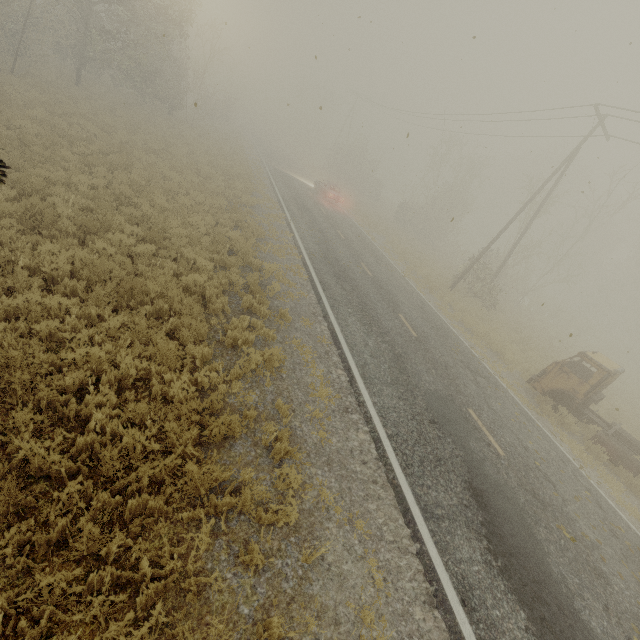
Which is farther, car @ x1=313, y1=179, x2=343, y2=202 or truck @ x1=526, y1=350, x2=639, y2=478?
car @ x1=313, y1=179, x2=343, y2=202

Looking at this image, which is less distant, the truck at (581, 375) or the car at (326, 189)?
the truck at (581, 375)

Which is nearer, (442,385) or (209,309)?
(209,309)

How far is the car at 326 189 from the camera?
29.11m

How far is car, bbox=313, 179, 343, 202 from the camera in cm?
2911
